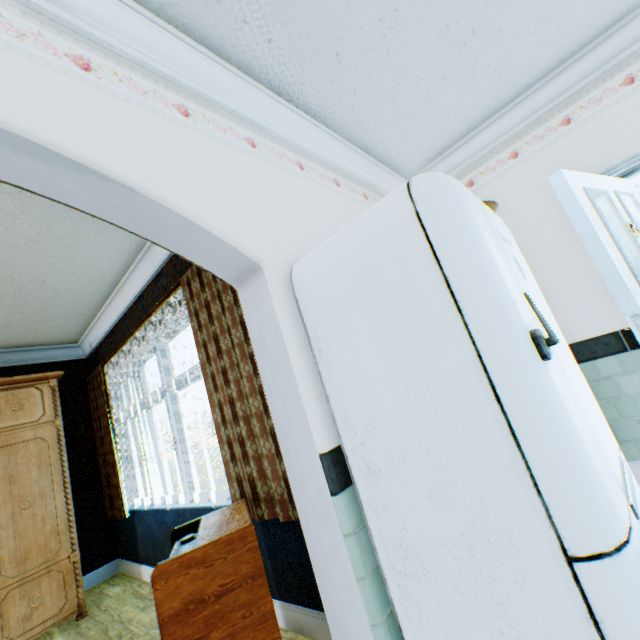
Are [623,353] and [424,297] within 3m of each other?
yes

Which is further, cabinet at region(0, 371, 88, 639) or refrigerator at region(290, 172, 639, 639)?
cabinet at region(0, 371, 88, 639)

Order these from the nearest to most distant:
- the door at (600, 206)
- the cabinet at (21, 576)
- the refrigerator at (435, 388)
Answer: the refrigerator at (435, 388) → the door at (600, 206) → the cabinet at (21, 576)

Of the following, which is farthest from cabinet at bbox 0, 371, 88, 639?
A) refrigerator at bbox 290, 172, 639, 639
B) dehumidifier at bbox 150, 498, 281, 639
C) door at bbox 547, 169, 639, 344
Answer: door at bbox 547, 169, 639, 344

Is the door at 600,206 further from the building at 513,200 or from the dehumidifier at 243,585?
the dehumidifier at 243,585

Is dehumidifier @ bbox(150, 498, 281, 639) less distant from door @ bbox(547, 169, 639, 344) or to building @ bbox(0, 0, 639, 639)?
building @ bbox(0, 0, 639, 639)

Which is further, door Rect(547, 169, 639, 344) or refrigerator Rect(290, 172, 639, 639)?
door Rect(547, 169, 639, 344)

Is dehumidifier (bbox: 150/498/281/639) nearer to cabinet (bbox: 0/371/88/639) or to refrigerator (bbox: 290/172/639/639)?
refrigerator (bbox: 290/172/639/639)
